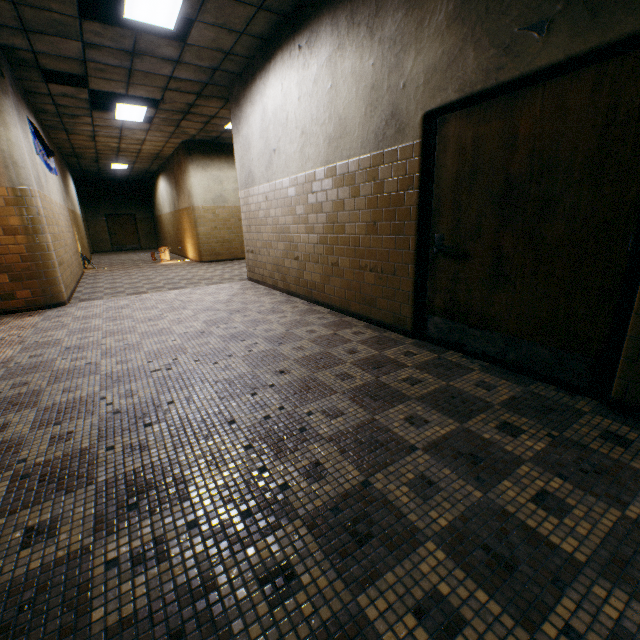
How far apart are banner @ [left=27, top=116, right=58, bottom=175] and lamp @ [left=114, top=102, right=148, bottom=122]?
1.67m

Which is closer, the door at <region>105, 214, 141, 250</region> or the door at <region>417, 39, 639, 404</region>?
the door at <region>417, 39, 639, 404</region>

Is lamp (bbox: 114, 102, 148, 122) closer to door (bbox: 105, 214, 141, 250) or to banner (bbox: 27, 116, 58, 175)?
banner (bbox: 27, 116, 58, 175)

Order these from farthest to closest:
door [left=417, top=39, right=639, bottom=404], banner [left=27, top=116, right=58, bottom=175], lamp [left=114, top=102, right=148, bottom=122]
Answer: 1. lamp [left=114, top=102, right=148, bottom=122]
2. banner [left=27, top=116, right=58, bottom=175]
3. door [left=417, top=39, right=639, bottom=404]

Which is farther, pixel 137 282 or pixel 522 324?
pixel 137 282

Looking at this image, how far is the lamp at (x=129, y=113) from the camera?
7.4m

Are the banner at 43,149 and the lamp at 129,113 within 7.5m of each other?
yes

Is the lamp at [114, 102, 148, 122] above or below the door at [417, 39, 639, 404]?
above
